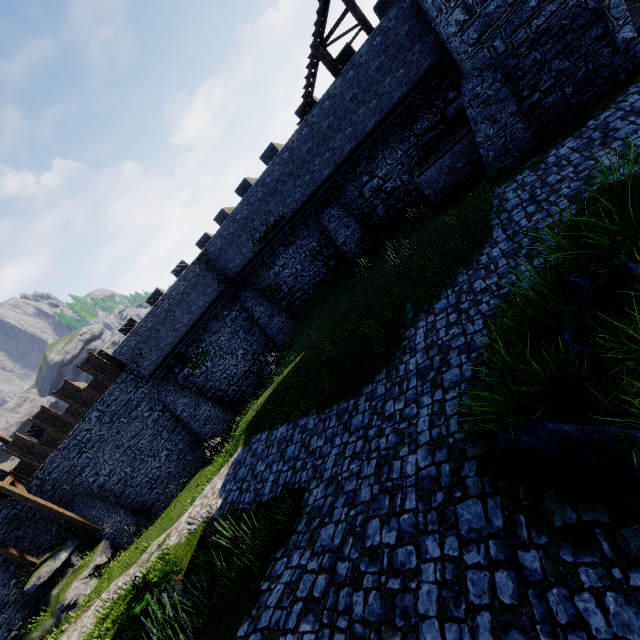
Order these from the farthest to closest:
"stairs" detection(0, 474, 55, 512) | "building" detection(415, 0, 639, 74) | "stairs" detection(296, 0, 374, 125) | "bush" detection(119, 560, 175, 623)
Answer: "stairs" detection(0, 474, 55, 512) < "stairs" detection(296, 0, 374, 125) < "building" detection(415, 0, 639, 74) < "bush" detection(119, 560, 175, 623)

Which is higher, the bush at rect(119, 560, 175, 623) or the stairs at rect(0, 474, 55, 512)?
the stairs at rect(0, 474, 55, 512)

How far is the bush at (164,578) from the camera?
8.6m

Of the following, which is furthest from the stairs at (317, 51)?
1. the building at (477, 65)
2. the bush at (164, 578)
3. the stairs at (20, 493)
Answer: the stairs at (20, 493)

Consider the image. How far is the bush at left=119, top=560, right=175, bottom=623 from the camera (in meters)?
8.58

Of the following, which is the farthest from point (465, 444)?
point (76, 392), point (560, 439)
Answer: point (76, 392)

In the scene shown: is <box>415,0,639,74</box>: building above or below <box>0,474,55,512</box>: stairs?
below

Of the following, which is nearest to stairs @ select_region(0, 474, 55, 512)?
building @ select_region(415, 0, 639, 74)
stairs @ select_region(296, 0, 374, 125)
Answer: stairs @ select_region(296, 0, 374, 125)
